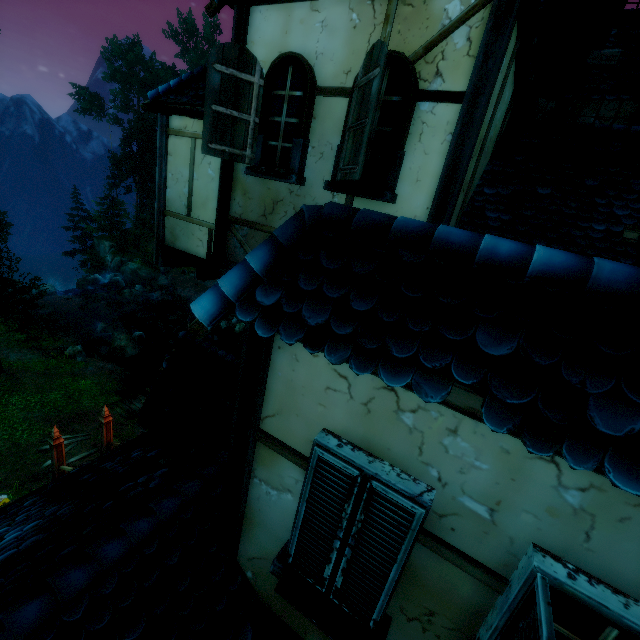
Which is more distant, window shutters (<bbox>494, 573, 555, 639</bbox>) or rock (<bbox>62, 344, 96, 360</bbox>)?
rock (<bbox>62, 344, 96, 360</bbox>)

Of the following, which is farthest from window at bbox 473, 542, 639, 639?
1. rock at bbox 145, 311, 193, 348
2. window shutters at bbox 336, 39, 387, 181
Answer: rock at bbox 145, 311, 193, 348

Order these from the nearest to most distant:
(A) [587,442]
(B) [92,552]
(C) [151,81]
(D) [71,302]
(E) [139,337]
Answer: (A) [587,442]
(B) [92,552]
(E) [139,337]
(D) [71,302]
(C) [151,81]

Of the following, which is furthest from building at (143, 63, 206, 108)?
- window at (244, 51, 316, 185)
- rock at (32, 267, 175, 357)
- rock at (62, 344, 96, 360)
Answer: rock at (32, 267, 175, 357)

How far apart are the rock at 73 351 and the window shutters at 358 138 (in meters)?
22.74

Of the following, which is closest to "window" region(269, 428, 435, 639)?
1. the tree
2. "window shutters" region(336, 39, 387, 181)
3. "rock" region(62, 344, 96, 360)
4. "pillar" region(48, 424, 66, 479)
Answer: "window shutters" region(336, 39, 387, 181)

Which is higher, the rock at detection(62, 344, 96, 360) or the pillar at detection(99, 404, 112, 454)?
the pillar at detection(99, 404, 112, 454)

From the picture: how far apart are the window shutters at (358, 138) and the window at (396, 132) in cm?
1
